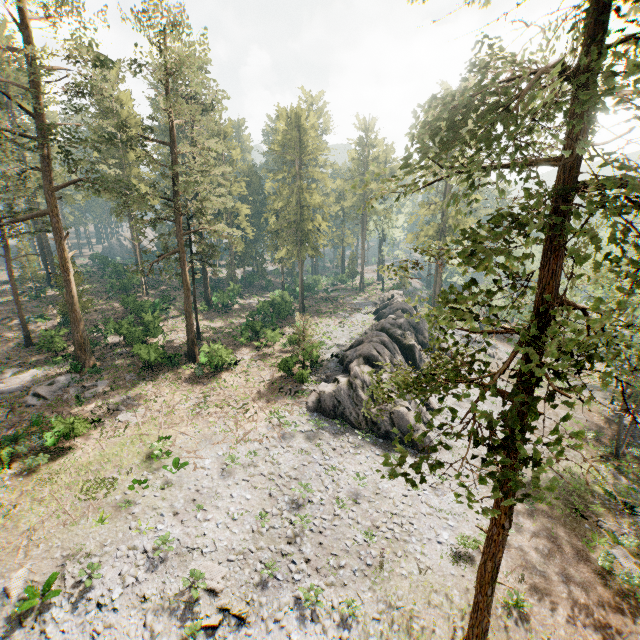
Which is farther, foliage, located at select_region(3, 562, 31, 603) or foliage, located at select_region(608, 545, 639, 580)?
foliage, located at select_region(608, 545, 639, 580)

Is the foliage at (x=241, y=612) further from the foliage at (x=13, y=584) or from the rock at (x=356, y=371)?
the foliage at (x=13, y=584)

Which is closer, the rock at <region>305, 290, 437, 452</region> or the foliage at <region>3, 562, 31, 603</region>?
the foliage at <region>3, 562, 31, 603</region>

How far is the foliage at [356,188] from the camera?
10.95m

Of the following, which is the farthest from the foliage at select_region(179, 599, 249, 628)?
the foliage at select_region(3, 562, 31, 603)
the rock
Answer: the foliage at select_region(3, 562, 31, 603)

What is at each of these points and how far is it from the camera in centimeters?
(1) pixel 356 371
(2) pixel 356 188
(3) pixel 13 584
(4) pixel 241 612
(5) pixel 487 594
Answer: (1) rock, 2703cm
(2) foliage, 1151cm
(3) foliage, 1430cm
(4) foliage, 1438cm
(5) foliage, 1229cm

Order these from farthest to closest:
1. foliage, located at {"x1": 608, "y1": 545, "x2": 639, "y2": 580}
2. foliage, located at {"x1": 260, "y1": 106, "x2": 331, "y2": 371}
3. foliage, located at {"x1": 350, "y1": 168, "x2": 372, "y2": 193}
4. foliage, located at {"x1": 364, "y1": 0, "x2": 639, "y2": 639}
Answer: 1. foliage, located at {"x1": 260, "y1": 106, "x2": 331, "y2": 371}
2. foliage, located at {"x1": 608, "y1": 545, "x2": 639, "y2": 580}
3. foliage, located at {"x1": 350, "y1": 168, "x2": 372, "y2": 193}
4. foliage, located at {"x1": 364, "y1": 0, "x2": 639, "y2": 639}

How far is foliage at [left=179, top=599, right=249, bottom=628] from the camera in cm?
1398
